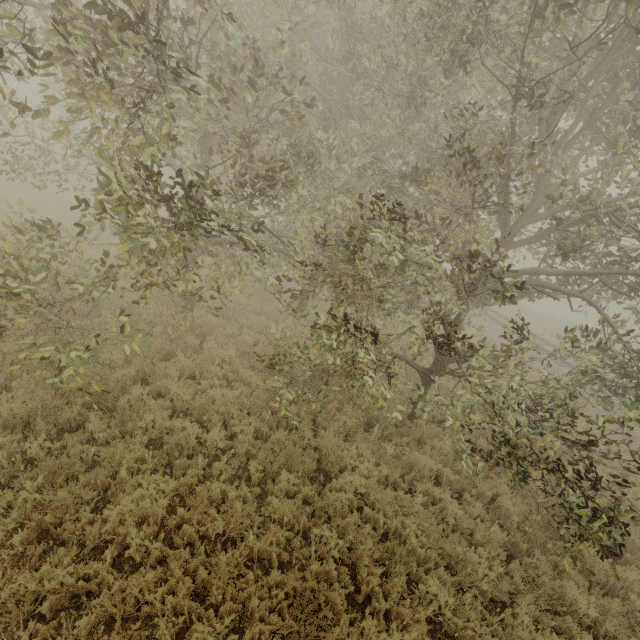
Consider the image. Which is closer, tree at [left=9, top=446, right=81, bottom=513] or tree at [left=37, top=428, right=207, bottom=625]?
tree at [left=37, top=428, right=207, bottom=625]

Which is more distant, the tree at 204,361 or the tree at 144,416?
the tree at 204,361

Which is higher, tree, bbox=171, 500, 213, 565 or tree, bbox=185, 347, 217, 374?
tree, bbox=185, 347, 217, 374

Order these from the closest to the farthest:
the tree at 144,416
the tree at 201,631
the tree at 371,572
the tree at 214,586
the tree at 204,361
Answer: the tree at 201,631, the tree at 214,586, the tree at 371,572, the tree at 144,416, the tree at 204,361

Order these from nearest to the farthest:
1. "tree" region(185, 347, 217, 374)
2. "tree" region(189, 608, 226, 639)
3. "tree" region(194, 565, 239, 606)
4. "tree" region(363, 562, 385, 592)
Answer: "tree" region(189, 608, 226, 639) → "tree" region(194, 565, 239, 606) → "tree" region(363, 562, 385, 592) → "tree" region(185, 347, 217, 374)

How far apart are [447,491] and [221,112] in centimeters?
810cm

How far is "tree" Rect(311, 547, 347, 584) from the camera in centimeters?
481cm
